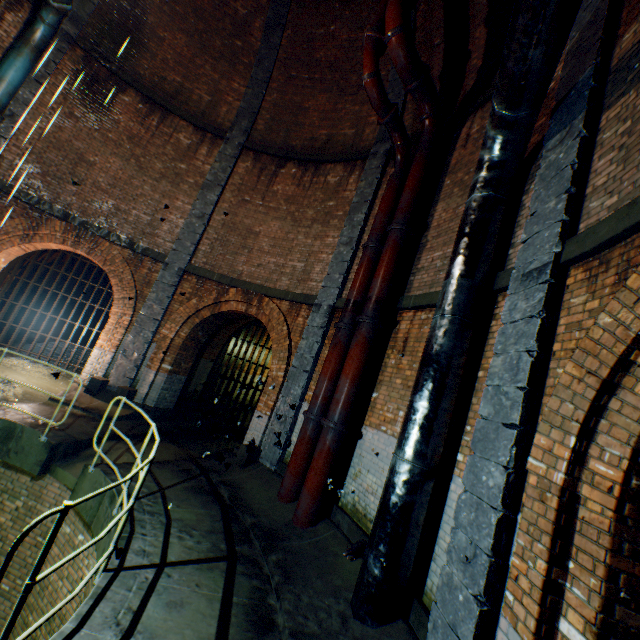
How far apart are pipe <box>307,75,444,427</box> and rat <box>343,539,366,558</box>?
3.8m

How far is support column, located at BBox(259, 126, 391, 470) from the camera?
7.72m

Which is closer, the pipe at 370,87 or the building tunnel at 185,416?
the pipe at 370,87

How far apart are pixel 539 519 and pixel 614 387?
1.2m

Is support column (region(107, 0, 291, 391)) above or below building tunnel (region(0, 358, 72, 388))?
above

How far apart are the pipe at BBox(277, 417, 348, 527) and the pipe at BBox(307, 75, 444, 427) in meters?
2.2

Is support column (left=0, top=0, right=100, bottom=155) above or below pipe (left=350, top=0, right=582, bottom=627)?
above

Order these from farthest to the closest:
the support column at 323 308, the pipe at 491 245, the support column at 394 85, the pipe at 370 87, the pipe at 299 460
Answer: the support column at 394 85 < the support column at 323 308 < the pipe at 370 87 < the pipe at 299 460 < the pipe at 491 245
